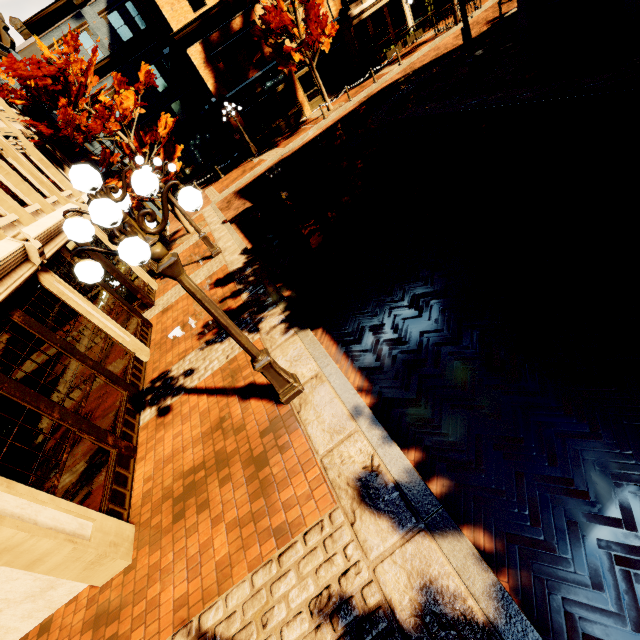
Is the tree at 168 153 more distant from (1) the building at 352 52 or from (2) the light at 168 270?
(2) the light at 168 270

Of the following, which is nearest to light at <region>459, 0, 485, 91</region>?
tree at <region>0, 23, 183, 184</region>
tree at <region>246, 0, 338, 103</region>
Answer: tree at <region>246, 0, 338, 103</region>

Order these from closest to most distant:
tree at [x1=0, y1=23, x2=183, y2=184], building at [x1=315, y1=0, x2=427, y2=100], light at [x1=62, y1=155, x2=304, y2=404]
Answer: light at [x1=62, y1=155, x2=304, y2=404] < tree at [x1=0, y1=23, x2=183, y2=184] < building at [x1=315, y1=0, x2=427, y2=100]

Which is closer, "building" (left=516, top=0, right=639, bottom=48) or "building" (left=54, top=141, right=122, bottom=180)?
"building" (left=516, top=0, right=639, bottom=48)

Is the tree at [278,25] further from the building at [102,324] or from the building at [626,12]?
the building at [102,324]

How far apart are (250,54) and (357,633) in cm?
2880

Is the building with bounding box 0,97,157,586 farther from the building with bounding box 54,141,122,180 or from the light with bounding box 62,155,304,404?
the light with bounding box 62,155,304,404

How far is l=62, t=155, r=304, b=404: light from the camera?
2.7 meters
